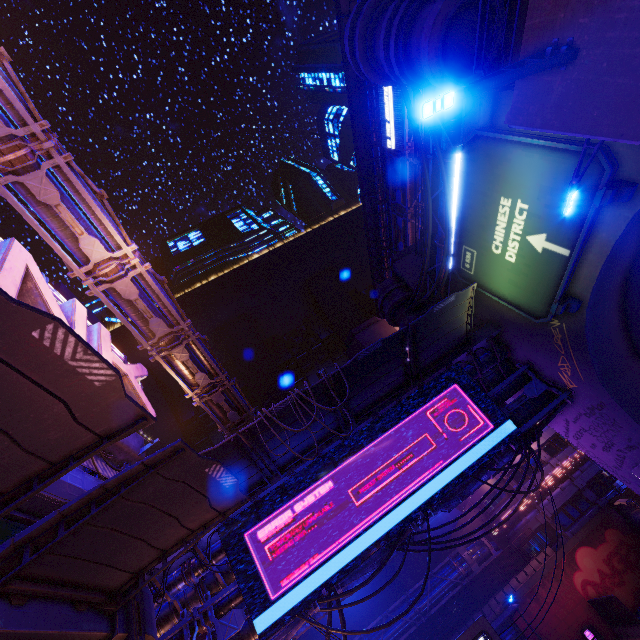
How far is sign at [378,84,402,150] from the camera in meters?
34.9 m

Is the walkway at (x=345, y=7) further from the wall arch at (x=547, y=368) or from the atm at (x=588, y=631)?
the atm at (x=588, y=631)

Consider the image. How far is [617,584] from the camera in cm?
2664

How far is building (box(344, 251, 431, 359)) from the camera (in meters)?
23.88

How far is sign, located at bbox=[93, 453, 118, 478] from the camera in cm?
1065

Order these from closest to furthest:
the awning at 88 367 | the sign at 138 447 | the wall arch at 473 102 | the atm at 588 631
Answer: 1. the awning at 88 367
2. the sign at 138 447
3. the wall arch at 473 102
4. the atm at 588 631

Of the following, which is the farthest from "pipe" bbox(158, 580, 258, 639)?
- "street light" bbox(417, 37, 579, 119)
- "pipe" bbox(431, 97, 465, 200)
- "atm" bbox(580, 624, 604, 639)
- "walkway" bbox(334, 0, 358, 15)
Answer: "walkway" bbox(334, 0, 358, 15)

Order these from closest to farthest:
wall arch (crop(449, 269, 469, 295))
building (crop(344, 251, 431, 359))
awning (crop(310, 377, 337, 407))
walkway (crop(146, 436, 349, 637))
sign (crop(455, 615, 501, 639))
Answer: sign (crop(455, 615, 501, 639)), awning (crop(310, 377, 337, 407)), walkway (crop(146, 436, 349, 637)), wall arch (crop(449, 269, 469, 295)), building (crop(344, 251, 431, 359))
